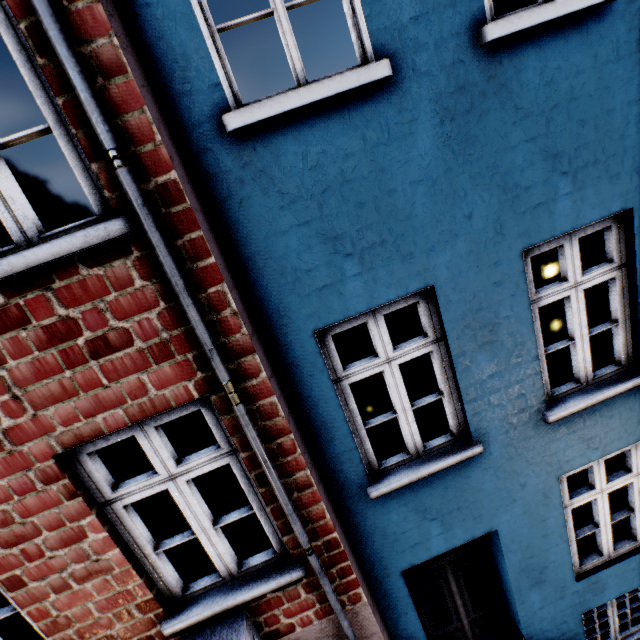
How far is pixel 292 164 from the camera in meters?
2.4 m
